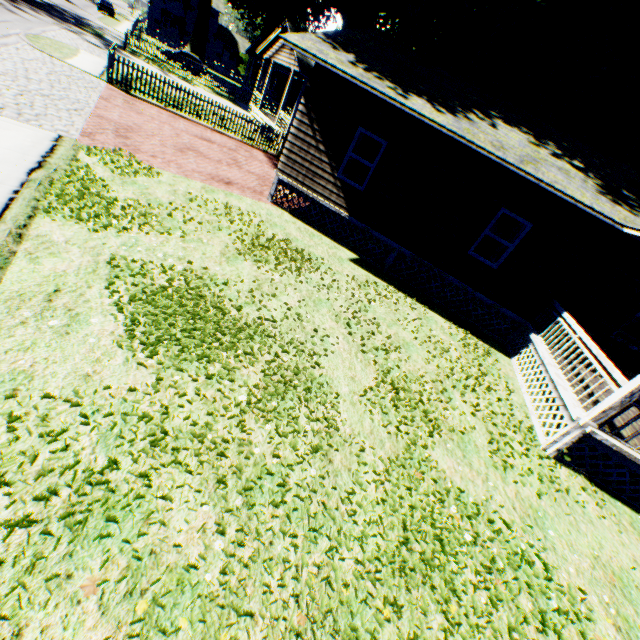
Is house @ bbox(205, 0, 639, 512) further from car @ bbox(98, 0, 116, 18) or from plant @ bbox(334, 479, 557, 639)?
car @ bbox(98, 0, 116, 18)

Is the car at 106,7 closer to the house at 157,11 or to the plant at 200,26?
the house at 157,11

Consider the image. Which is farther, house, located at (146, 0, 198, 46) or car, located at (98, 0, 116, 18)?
house, located at (146, 0, 198, 46)

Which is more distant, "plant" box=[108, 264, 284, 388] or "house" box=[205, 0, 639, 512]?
"house" box=[205, 0, 639, 512]

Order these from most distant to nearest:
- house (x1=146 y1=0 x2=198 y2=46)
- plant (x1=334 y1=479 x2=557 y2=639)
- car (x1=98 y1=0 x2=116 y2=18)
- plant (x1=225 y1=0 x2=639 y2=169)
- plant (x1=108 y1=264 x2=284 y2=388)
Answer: house (x1=146 y1=0 x2=198 y2=46)
car (x1=98 y1=0 x2=116 y2=18)
plant (x1=225 y1=0 x2=639 y2=169)
plant (x1=108 y1=264 x2=284 y2=388)
plant (x1=334 y1=479 x2=557 y2=639)

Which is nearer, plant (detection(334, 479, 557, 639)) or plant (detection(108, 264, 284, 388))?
plant (detection(334, 479, 557, 639))

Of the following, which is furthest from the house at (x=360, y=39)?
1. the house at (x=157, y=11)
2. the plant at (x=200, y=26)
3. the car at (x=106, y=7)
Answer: the house at (x=157, y=11)

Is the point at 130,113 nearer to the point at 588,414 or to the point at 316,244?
the point at 316,244
